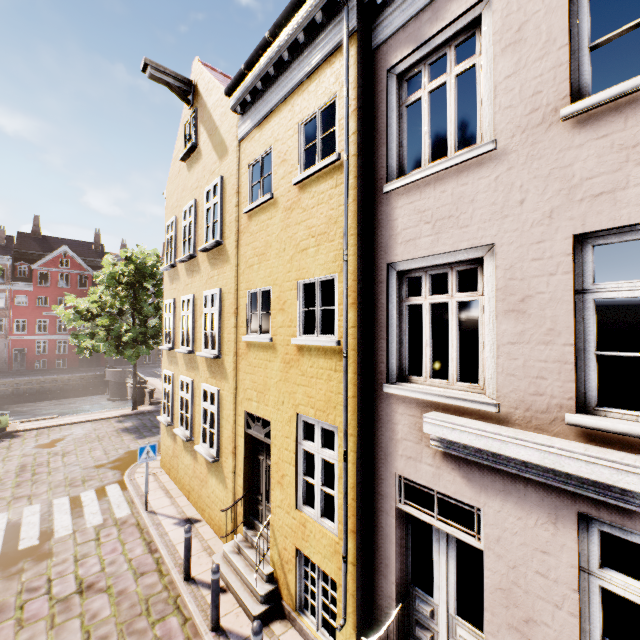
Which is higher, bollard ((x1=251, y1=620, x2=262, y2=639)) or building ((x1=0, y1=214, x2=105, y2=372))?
A: building ((x1=0, y1=214, x2=105, y2=372))

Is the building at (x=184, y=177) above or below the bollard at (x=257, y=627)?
above

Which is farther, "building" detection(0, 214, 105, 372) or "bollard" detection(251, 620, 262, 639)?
"building" detection(0, 214, 105, 372)

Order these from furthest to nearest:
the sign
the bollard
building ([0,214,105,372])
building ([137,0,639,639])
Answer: building ([0,214,105,372]) → the sign → the bollard → building ([137,0,639,639])

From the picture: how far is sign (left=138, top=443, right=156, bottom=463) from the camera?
9.3m

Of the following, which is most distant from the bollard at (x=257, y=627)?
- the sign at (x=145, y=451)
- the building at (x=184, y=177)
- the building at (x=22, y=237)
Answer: the building at (x=22, y=237)

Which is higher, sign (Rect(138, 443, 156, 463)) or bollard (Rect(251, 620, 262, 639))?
sign (Rect(138, 443, 156, 463))

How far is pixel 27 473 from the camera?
12.1m
